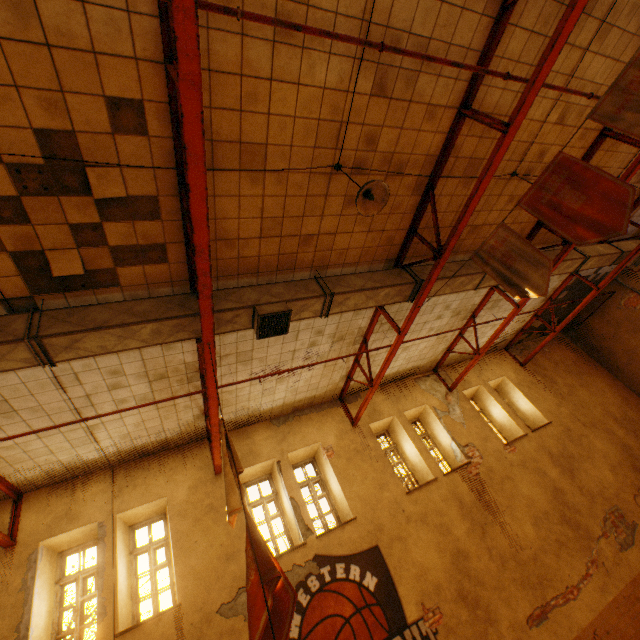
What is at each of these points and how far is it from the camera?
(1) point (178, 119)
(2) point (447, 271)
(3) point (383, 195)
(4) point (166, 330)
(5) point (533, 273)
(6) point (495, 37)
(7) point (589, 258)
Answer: (1) metal beam, 3.5 meters
(2) vent duct, 6.8 meters
(3) lamp, 4.1 meters
(4) vent duct, 4.6 meters
(5) banner, 4.3 meters
(6) metal beam, 4.2 meters
(7) vent duct, 8.9 meters

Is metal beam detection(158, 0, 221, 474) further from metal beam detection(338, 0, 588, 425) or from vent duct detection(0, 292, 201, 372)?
metal beam detection(338, 0, 588, 425)

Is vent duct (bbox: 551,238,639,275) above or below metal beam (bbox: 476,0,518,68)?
below

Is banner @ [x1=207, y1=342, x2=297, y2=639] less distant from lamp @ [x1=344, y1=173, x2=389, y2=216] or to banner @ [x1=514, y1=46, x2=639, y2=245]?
lamp @ [x1=344, y1=173, x2=389, y2=216]

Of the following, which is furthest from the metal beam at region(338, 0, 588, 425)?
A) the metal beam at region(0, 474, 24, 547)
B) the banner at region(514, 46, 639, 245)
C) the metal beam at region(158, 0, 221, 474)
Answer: the metal beam at region(0, 474, 24, 547)

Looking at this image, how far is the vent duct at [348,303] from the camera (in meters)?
4.92

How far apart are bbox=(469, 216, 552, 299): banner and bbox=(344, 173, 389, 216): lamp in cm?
176

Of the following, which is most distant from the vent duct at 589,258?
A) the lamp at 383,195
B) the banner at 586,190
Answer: the banner at 586,190
